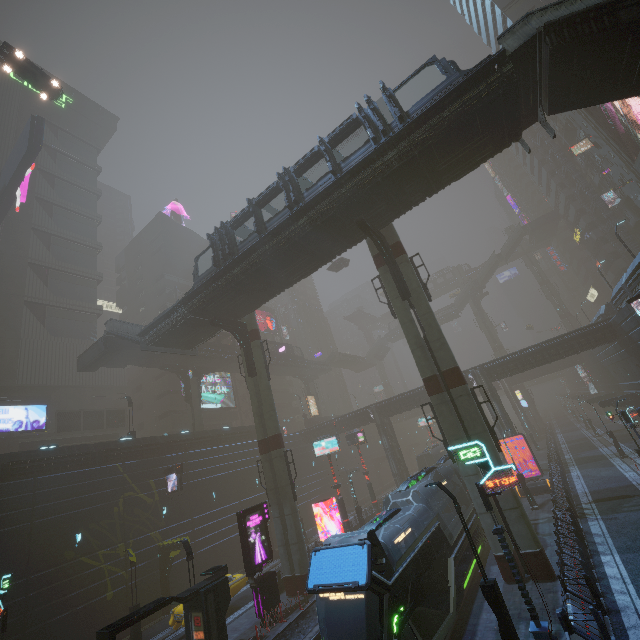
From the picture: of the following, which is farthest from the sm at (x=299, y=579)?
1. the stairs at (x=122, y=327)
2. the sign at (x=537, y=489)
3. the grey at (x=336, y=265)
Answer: the sign at (x=537, y=489)

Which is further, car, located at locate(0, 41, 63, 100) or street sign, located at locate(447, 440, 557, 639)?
car, located at locate(0, 41, 63, 100)

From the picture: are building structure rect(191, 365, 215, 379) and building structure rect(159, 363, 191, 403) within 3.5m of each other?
yes

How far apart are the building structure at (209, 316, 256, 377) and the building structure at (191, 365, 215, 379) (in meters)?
17.38

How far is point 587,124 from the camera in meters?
43.8 m

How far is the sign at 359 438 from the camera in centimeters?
3441cm

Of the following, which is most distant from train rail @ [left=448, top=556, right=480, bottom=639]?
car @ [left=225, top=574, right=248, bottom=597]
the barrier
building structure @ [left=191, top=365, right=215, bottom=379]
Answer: building structure @ [left=191, top=365, right=215, bottom=379]

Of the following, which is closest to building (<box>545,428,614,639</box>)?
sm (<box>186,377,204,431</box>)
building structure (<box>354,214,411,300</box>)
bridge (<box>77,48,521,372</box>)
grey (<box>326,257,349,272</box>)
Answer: sm (<box>186,377,204,431</box>)
